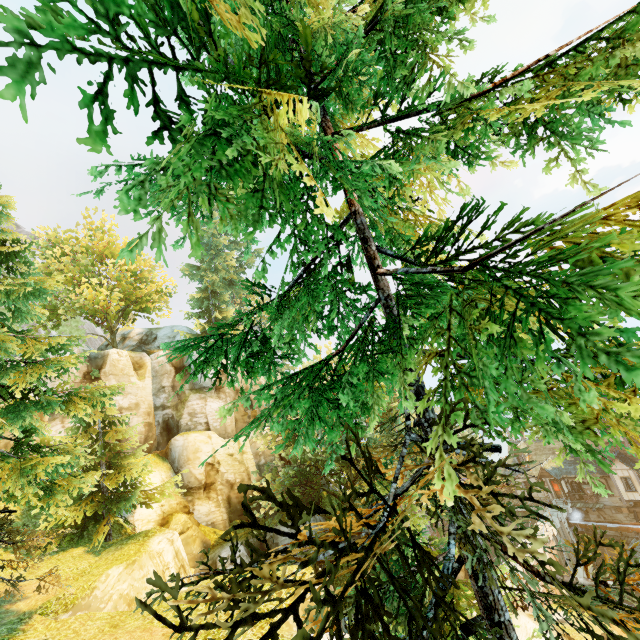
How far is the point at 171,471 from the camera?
27.6m

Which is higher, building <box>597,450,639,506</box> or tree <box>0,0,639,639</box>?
tree <box>0,0,639,639</box>

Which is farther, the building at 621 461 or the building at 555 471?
the building at 555 471

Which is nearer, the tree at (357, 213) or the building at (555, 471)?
the tree at (357, 213)

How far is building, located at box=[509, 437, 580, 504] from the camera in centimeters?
3744cm

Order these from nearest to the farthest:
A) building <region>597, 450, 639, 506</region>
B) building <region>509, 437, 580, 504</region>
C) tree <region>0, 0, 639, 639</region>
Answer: tree <region>0, 0, 639, 639</region> → building <region>597, 450, 639, 506</region> → building <region>509, 437, 580, 504</region>

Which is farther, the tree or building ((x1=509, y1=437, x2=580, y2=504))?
building ((x1=509, y1=437, x2=580, y2=504))
